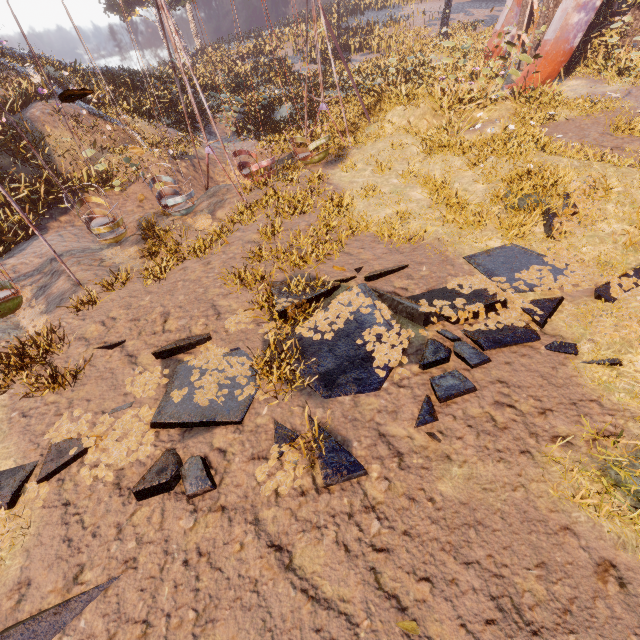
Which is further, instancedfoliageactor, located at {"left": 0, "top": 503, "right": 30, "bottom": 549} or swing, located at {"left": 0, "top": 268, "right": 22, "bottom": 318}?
swing, located at {"left": 0, "top": 268, "right": 22, "bottom": 318}

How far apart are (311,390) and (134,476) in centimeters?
306cm

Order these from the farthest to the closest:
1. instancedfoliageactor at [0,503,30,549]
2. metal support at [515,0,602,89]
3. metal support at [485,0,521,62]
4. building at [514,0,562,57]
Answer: metal support at [485,0,521,62] → building at [514,0,562,57] → metal support at [515,0,602,89] → instancedfoliageactor at [0,503,30,549]

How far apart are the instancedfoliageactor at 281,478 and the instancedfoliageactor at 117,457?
1.9m

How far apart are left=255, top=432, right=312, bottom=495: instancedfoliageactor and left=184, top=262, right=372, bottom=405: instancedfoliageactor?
2.2m

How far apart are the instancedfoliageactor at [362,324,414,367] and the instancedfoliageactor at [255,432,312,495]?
1.9 meters

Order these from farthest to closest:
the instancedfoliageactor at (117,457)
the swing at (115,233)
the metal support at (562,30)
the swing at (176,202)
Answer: the metal support at (562,30)
the swing at (176,202)
the swing at (115,233)
the instancedfoliageactor at (117,457)

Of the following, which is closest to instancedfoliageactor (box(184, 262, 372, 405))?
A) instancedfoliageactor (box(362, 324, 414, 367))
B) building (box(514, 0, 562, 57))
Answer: instancedfoliageactor (box(362, 324, 414, 367))
